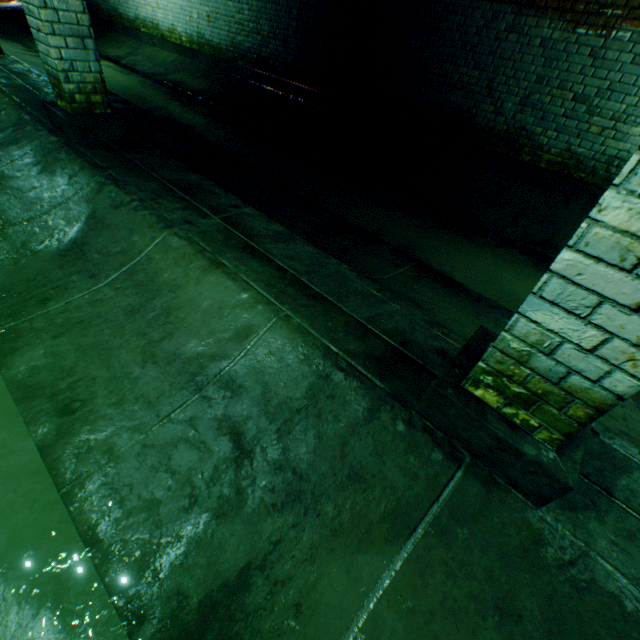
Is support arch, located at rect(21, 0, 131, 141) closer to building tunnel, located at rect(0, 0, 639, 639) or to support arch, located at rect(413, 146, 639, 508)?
building tunnel, located at rect(0, 0, 639, 639)

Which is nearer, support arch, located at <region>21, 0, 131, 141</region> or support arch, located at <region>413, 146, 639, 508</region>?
support arch, located at <region>413, 146, 639, 508</region>

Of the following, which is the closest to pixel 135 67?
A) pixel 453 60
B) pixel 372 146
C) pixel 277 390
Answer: pixel 372 146

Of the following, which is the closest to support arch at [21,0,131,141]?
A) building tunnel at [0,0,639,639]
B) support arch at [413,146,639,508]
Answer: building tunnel at [0,0,639,639]

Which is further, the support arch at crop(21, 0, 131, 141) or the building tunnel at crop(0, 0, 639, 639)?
the support arch at crop(21, 0, 131, 141)

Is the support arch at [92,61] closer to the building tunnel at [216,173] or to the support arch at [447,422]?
the building tunnel at [216,173]
